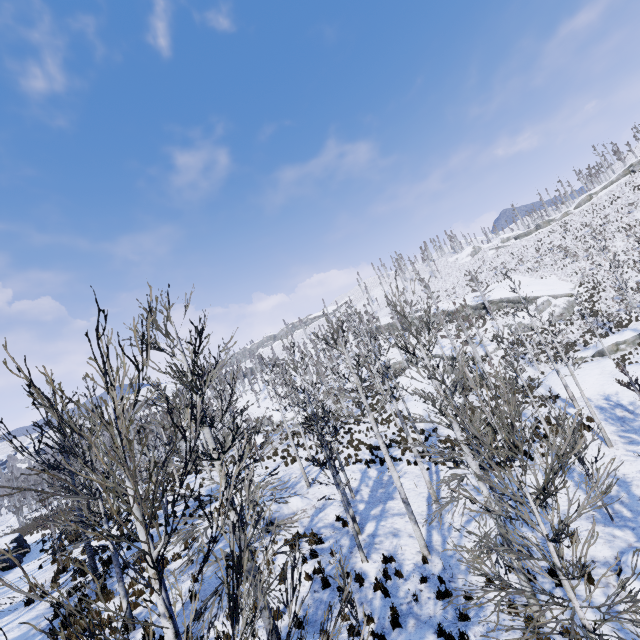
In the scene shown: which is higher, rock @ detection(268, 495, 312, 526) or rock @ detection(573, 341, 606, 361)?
rock @ detection(268, 495, 312, 526)

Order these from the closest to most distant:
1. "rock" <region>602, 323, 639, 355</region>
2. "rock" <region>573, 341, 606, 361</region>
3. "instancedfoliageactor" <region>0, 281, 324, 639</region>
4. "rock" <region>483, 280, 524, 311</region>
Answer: "instancedfoliageactor" <region>0, 281, 324, 639</region> → "rock" <region>602, 323, 639, 355</region> → "rock" <region>573, 341, 606, 361</region> → "rock" <region>483, 280, 524, 311</region>

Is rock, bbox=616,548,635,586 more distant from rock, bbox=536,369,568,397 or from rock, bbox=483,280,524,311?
rock, bbox=483,280,524,311

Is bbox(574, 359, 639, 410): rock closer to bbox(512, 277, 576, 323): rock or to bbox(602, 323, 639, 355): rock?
bbox(602, 323, 639, 355): rock

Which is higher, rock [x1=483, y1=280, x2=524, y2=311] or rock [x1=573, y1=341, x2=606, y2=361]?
rock [x1=483, y1=280, x2=524, y2=311]

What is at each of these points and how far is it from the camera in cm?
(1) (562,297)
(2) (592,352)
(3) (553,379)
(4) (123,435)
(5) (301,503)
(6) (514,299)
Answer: (1) rock, 4347
(2) rock, 3241
(3) rock, 2494
(4) instancedfoliageactor, 354
(5) rock, 1631
(6) rock, 4938

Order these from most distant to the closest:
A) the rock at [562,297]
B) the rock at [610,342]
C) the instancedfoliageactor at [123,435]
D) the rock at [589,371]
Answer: the rock at [562,297] < the rock at [610,342] < the rock at [589,371] < the instancedfoliageactor at [123,435]

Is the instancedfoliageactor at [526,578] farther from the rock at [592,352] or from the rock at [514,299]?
the rock at [514,299]
